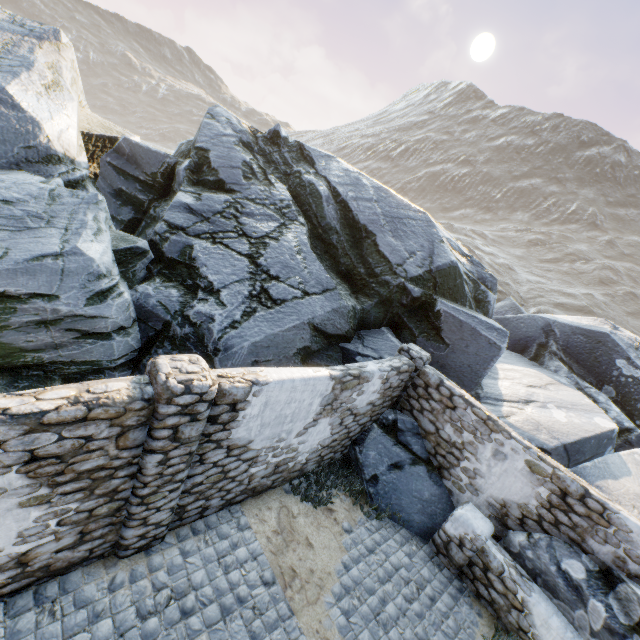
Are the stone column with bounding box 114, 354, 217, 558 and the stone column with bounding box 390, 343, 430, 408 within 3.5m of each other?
no

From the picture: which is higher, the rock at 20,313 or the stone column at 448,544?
the rock at 20,313

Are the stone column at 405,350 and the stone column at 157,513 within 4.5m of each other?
no

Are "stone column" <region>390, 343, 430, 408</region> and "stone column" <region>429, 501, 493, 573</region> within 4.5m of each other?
yes

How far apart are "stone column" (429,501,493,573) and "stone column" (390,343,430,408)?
2.5m

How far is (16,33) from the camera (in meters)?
10.93

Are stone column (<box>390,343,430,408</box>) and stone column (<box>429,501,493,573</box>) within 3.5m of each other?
yes

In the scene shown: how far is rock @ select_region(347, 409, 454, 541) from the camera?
7.4 meters
